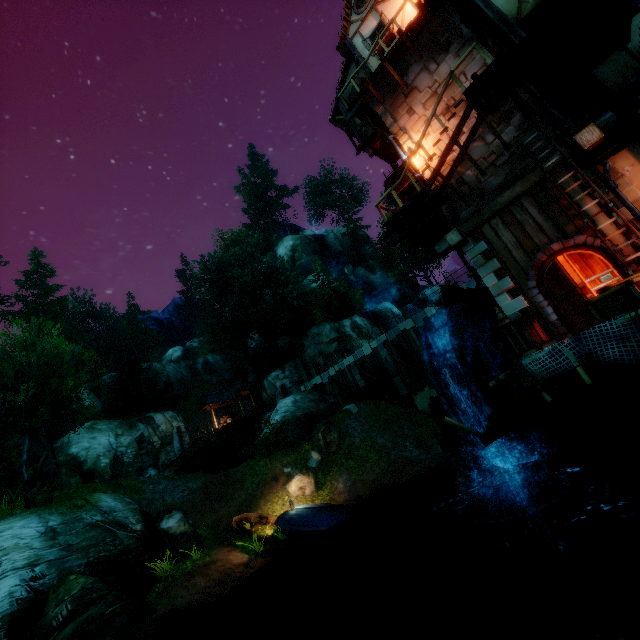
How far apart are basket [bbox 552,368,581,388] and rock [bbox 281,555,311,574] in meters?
11.4

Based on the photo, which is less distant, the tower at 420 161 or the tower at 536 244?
the tower at 536 244

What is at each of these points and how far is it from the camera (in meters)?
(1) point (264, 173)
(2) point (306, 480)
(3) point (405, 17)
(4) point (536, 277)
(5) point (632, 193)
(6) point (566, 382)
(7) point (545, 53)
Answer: (1) tree, 55.53
(2) rock, 17.81
(3) building, 13.36
(4) doorway, 9.68
(5) tower, 8.27
(6) basket, 6.50
(7) wooden platform, 9.25

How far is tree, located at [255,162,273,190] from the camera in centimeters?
5581cm

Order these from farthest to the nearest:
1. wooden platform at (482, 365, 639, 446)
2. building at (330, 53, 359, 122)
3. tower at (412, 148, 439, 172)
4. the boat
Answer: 1. building at (330, 53, 359, 122)
2. the boat
3. tower at (412, 148, 439, 172)
4. wooden platform at (482, 365, 639, 446)

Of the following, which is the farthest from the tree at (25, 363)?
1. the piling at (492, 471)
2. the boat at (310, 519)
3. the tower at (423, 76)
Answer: the piling at (492, 471)

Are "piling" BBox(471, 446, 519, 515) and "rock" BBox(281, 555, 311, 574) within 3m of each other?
no

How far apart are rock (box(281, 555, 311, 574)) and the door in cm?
1225
